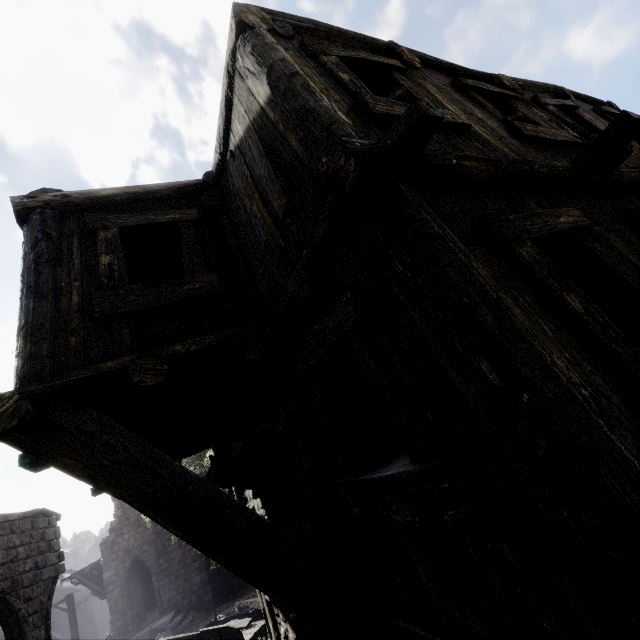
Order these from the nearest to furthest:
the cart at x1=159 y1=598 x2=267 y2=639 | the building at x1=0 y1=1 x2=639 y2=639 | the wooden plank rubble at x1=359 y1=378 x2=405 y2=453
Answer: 1. the building at x1=0 y1=1 x2=639 y2=639
2. the wooden plank rubble at x1=359 y1=378 x2=405 y2=453
3. the cart at x1=159 y1=598 x2=267 y2=639

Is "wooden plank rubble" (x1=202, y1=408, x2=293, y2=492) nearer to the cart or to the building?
the building

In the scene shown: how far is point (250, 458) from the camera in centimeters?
364cm

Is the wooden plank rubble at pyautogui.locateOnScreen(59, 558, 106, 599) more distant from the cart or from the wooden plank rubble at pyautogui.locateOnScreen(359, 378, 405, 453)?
the wooden plank rubble at pyautogui.locateOnScreen(359, 378, 405, 453)

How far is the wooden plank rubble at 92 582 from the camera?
21.3 meters

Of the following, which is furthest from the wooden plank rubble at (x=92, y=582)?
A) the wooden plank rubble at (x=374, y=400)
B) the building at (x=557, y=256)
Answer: the wooden plank rubble at (x=374, y=400)

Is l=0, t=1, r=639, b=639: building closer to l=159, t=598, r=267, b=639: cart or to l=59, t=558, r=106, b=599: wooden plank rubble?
l=59, t=558, r=106, b=599: wooden plank rubble

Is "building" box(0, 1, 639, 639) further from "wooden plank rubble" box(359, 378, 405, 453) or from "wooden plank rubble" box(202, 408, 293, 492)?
"wooden plank rubble" box(359, 378, 405, 453)
